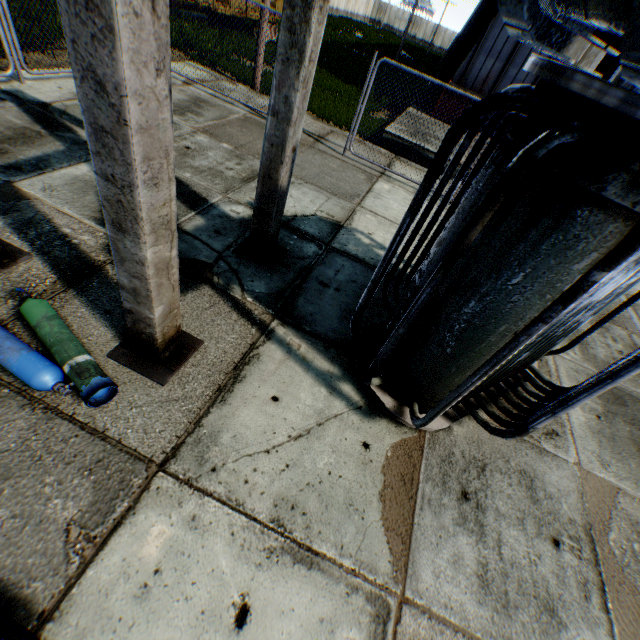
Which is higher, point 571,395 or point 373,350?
point 571,395

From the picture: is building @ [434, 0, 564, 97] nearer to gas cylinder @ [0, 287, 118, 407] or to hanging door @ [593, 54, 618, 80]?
hanging door @ [593, 54, 618, 80]

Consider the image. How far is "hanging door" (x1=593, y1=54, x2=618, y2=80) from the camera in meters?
11.6

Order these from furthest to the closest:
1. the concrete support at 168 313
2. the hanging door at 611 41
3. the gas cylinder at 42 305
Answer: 1. the hanging door at 611 41
2. the gas cylinder at 42 305
3. the concrete support at 168 313

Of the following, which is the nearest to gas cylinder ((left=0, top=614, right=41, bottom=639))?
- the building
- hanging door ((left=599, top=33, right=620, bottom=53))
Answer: the building

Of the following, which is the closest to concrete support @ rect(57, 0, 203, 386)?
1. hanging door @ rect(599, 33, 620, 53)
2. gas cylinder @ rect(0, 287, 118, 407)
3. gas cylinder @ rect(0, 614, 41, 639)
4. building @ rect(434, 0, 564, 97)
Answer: gas cylinder @ rect(0, 287, 118, 407)

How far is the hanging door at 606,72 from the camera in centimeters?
1162cm
